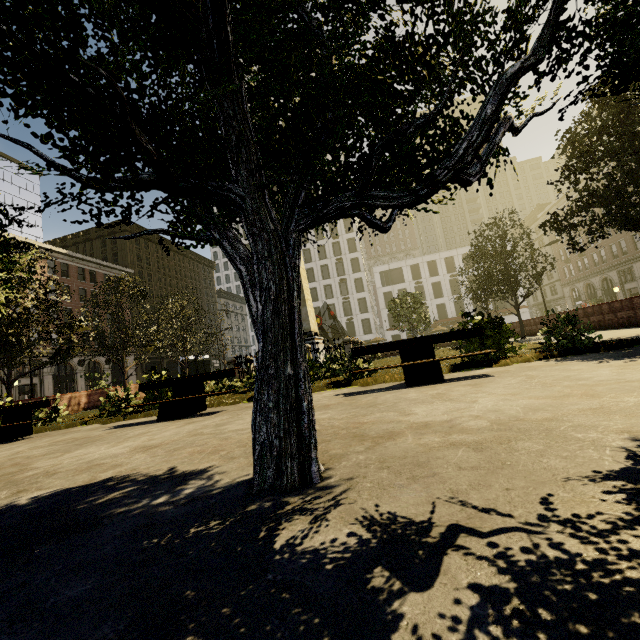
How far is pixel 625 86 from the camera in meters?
3.0 m

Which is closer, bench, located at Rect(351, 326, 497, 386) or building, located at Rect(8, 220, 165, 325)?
bench, located at Rect(351, 326, 497, 386)

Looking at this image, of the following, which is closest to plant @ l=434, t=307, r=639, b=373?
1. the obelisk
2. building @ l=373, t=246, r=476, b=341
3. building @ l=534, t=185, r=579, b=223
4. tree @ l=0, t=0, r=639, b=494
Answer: tree @ l=0, t=0, r=639, b=494

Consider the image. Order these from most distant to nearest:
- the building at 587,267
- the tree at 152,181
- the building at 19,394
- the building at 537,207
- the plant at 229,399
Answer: the building at 537,207, the building at 587,267, the building at 19,394, the plant at 229,399, the tree at 152,181

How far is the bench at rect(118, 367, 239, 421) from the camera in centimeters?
712cm

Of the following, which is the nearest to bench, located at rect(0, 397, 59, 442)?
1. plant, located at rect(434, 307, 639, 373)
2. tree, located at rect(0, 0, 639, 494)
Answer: plant, located at rect(434, 307, 639, 373)

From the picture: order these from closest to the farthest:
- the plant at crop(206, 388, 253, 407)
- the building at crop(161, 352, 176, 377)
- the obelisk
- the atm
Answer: the plant at crop(206, 388, 253, 407) → the obelisk → the atm → the building at crop(161, 352, 176, 377)

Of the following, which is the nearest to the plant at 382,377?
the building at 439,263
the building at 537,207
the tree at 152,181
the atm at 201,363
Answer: the tree at 152,181
